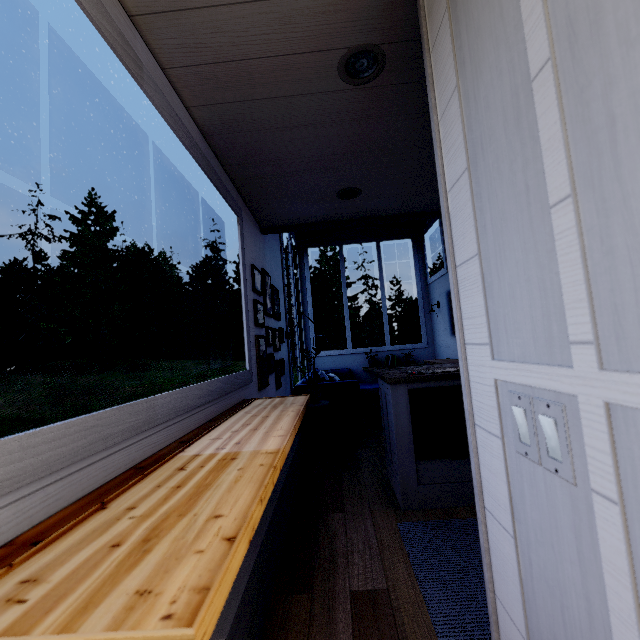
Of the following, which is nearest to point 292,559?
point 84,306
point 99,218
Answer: point 84,306

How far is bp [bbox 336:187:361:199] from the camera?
2.55m

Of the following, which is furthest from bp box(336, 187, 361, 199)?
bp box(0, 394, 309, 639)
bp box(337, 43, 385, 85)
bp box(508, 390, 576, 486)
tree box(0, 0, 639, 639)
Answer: bp box(508, 390, 576, 486)

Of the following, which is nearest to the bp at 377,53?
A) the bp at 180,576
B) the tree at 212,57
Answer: the tree at 212,57

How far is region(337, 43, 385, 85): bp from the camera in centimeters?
134cm

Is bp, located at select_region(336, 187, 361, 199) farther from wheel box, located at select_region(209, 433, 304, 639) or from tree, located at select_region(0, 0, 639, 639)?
wheel box, located at select_region(209, 433, 304, 639)

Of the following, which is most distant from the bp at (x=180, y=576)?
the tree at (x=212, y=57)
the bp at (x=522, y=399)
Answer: the bp at (x=522, y=399)

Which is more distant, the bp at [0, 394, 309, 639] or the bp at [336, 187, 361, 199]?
the bp at [336, 187, 361, 199]
